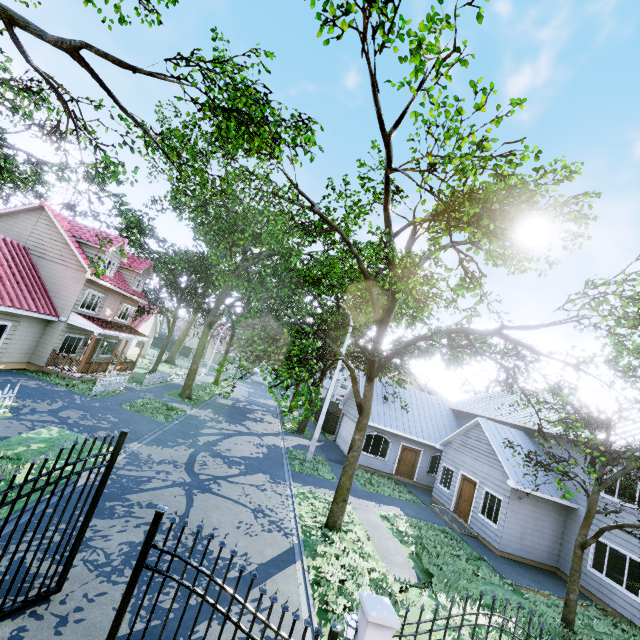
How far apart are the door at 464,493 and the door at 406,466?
4.41m

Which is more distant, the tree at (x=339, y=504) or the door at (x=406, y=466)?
the door at (x=406, y=466)

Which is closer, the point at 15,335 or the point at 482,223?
the point at 482,223

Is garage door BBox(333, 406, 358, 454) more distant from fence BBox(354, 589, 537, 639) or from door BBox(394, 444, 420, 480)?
fence BBox(354, 589, 537, 639)

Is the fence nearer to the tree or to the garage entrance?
the tree

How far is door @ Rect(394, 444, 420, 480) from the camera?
22.2 meters

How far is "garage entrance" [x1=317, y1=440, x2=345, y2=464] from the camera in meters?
21.8 m

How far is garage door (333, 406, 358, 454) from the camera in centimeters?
2372cm
